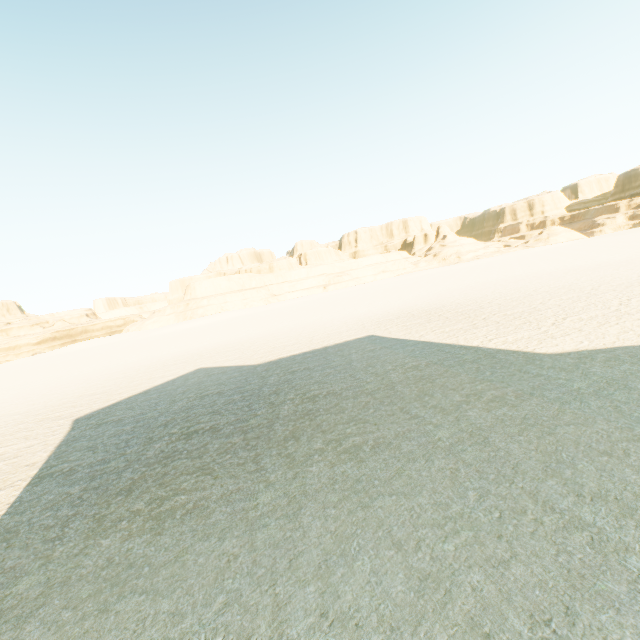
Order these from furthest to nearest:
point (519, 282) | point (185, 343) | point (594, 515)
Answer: point (185, 343) → point (519, 282) → point (594, 515)
